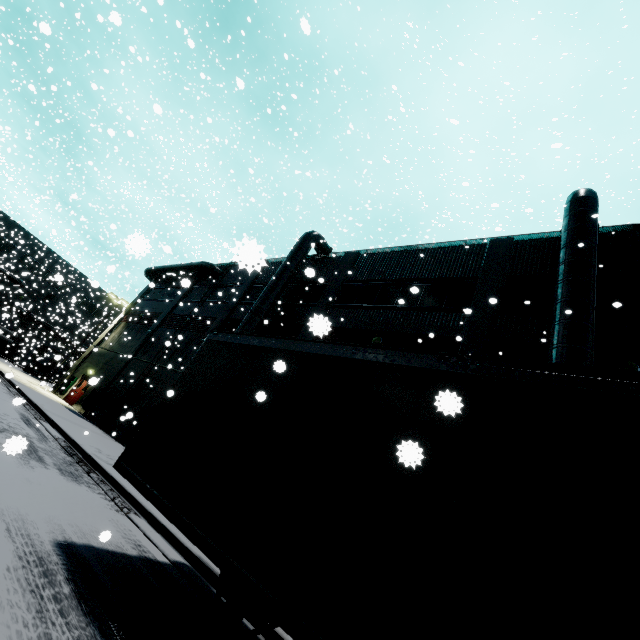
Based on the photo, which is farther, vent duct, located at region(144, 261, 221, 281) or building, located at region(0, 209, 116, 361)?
building, located at region(0, 209, 116, 361)

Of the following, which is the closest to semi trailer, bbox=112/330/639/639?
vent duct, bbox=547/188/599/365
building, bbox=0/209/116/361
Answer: building, bbox=0/209/116/361

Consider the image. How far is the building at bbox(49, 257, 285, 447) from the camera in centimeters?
1967cm

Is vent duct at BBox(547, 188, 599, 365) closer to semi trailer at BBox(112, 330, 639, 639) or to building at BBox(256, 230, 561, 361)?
building at BBox(256, 230, 561, 361)

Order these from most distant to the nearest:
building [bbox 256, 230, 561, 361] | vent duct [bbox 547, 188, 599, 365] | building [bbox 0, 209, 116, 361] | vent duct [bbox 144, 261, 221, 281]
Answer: building [bbox 0, 209, 116, 361], vent duct [bbox 144, 261, 221, 281], building [bbox 256, 230, 561, 361], vent duct [bbox 547, 188, 599, 365]

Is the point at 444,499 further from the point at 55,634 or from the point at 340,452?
the point at 55,634

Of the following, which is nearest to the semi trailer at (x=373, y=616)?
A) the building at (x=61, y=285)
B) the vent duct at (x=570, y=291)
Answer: the building at (x=61, y=285)

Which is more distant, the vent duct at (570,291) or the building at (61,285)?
the building at (61,285)
